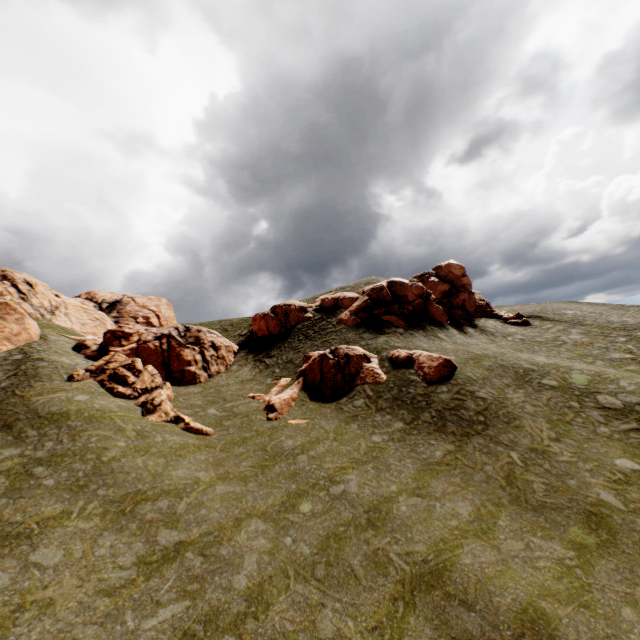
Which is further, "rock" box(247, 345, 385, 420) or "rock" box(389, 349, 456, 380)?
"rock" box(247, 345, 385, 420)

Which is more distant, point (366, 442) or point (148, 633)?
point (366, 442)

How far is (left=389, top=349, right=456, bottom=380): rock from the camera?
23.5 meters

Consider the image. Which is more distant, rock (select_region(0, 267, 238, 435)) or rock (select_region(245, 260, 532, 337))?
rock (select_region(245, 260, 532, 337))

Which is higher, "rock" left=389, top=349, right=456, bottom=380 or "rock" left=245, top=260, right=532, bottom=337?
"rock" left=245, top=260, right=532, bottom=337

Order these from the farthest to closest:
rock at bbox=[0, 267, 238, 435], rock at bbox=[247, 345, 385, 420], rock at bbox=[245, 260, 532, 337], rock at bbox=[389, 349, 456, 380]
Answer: rock at bbox=[245, 260, 532, 337] → rock at bbox=[247, 345, 385, 420] → rock at bbox=[389, 349, 456, 380] → rock at bbox=[0, 267, 238, 435]

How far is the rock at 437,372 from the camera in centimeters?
2348cm
